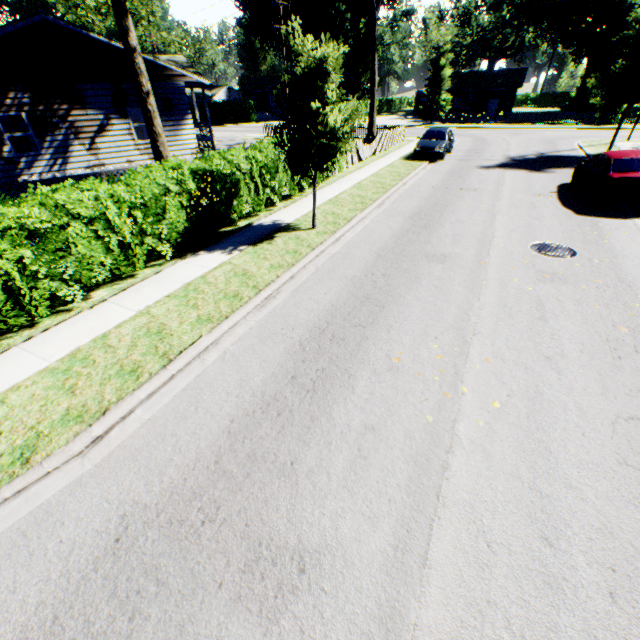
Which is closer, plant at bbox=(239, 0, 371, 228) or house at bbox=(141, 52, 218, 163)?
plant at bbox=(239, 0, 371, 228)

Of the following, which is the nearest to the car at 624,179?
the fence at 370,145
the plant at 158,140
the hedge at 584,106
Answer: the plant at 158,140

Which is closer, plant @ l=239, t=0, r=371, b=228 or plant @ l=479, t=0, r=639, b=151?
plant @ l=239, t=0, r=371, b=228

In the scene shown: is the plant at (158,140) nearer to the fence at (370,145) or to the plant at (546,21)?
the fence at (370,145)

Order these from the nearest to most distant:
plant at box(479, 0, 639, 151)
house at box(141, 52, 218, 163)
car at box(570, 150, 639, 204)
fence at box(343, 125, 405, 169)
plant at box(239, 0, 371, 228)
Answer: plant at box(239, 0, 371, 228) → car at box(570, 150, 639, 204) → house at box(141, 52, 218, 163) → plant at box(479, 0, 639, 151) → fence at box(343, 125, 405, 169)

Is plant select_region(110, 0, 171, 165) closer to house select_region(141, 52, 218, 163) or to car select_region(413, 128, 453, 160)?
house select_region(141, 52, 218, 163)

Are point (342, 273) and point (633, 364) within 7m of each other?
yes

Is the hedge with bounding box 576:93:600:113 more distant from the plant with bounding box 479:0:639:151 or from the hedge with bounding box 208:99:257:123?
the hedge with bounding box 208:99:257:123
